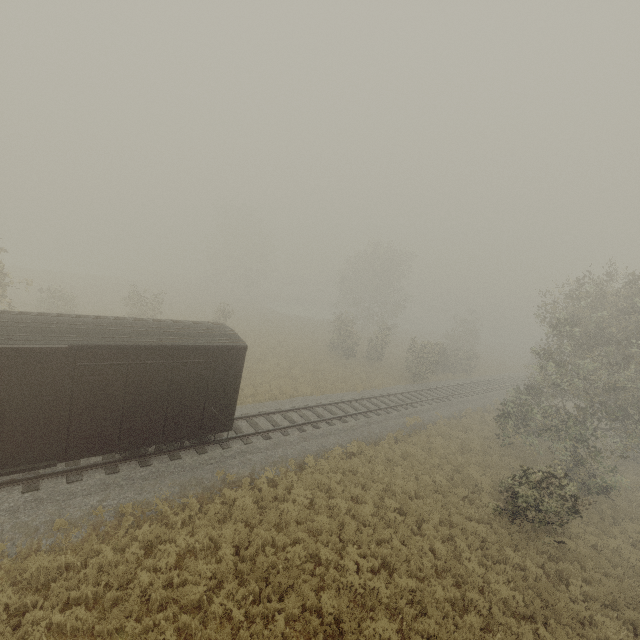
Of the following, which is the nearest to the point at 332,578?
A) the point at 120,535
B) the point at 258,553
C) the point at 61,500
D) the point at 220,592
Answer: the point at 258,553

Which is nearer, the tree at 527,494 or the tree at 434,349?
the tree at 527,494

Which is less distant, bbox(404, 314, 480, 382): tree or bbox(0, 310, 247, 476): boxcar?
bbox(0, 310, 247, 476): boxcar

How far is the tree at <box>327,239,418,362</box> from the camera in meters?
33.8

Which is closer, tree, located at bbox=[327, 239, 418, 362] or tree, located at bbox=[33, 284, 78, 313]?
tree, located at bbox=[33, 284, 78, 313]

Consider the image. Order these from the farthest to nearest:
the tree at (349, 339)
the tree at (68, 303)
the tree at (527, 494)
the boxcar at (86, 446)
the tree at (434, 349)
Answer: the tree at (349, 339) < the tree at (434, 349) < the tree at (68, 303) < the tree at (527, 494) < the boxcar at (86, 446)

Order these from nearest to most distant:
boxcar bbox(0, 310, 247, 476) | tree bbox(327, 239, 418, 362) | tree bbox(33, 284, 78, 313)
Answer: boxcar bbox(0, 310, 247, 476), tree bbox(33, 284, 78, 313), tree bbox(327, 239, 418, 362)
